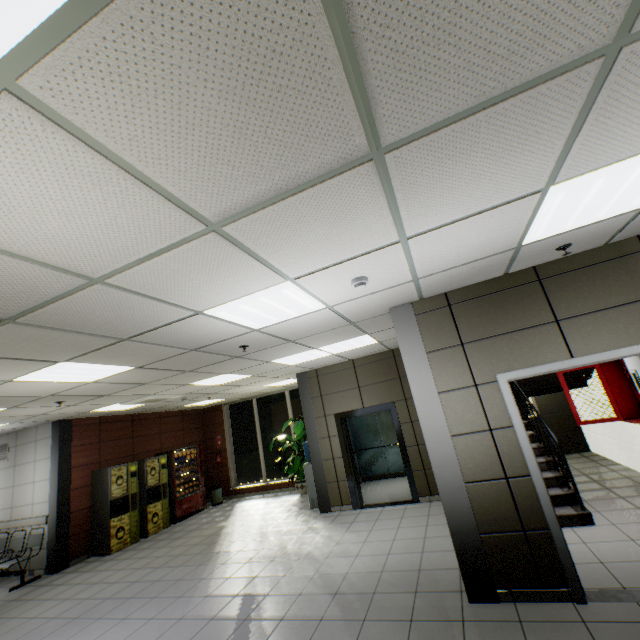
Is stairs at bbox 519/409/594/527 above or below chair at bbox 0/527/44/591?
below

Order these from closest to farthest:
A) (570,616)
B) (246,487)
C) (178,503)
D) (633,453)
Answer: (570,616), (633,453), (178,503), (246,487)

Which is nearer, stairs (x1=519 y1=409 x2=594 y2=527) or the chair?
stairs (x1=519 y1=409 x2=594 y2=527)

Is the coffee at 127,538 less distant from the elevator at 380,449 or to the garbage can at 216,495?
the garbage can at 216,495

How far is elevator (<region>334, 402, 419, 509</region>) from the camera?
7.14m

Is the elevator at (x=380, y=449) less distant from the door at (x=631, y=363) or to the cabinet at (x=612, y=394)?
the cabinet at (x=612, y=394)

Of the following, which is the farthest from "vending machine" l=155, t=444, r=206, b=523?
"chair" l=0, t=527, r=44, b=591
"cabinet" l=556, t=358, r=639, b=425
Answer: "cabinet" l=556, t=358, r=639, b=425

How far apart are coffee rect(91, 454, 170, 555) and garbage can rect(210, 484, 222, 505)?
2.8m
